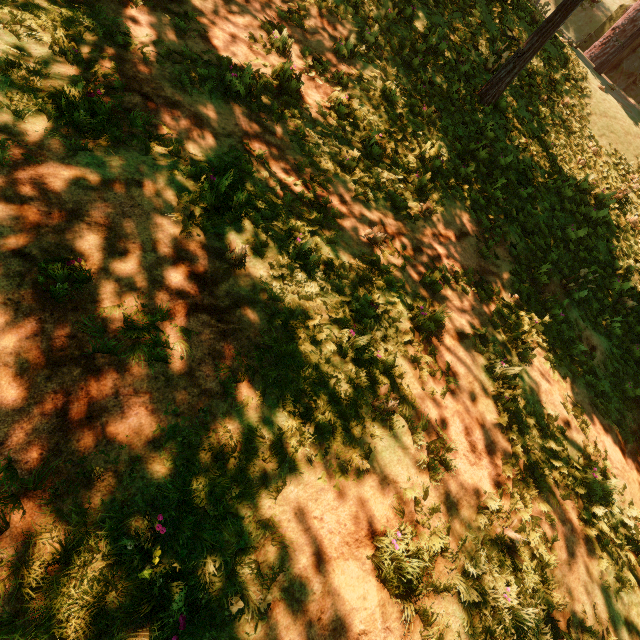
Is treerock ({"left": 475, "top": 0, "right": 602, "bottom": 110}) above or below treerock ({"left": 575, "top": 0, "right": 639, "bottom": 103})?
below

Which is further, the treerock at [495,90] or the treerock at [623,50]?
the treerock at [623,50]

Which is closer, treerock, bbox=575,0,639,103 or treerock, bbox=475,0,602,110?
treerock, bbox=475,0,602,110

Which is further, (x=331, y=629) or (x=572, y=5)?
(x=572, y=5)

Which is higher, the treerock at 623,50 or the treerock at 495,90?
the treerock at 623,50
